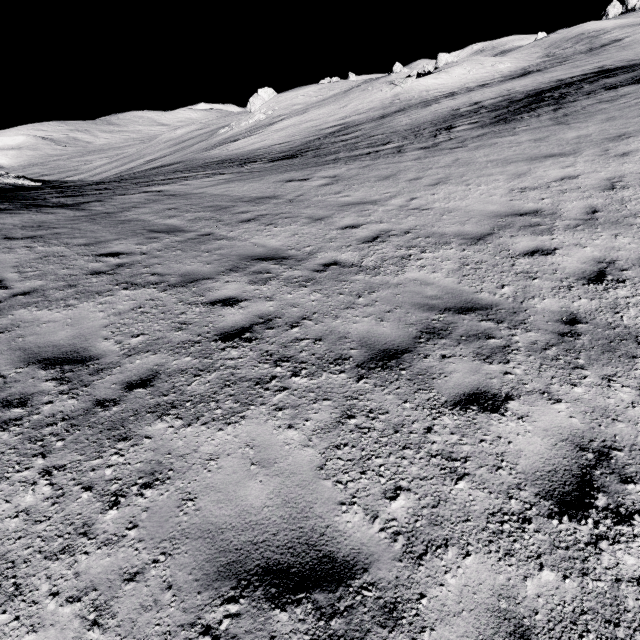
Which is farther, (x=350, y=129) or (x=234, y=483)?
(x=350, y=129)
